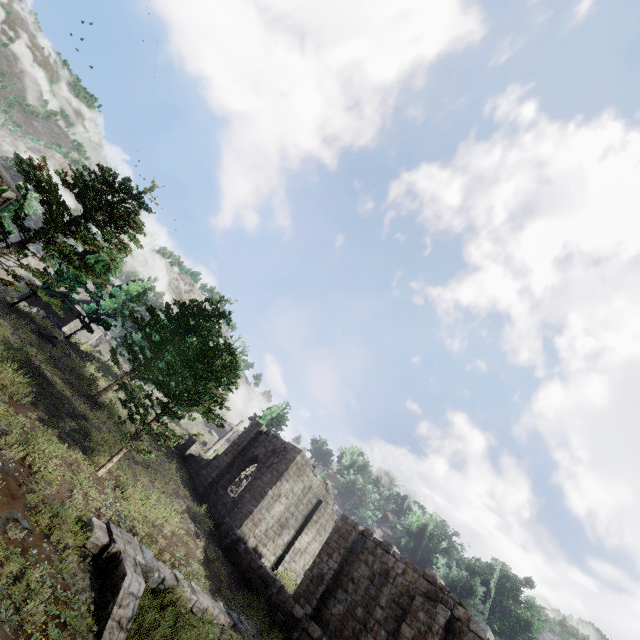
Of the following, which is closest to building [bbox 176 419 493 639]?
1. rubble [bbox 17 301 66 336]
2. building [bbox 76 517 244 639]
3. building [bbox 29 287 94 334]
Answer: building [bbox 76 517 244 639]

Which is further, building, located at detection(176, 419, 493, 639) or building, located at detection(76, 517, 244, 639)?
building, located at detection(176, 419, 493, 639)

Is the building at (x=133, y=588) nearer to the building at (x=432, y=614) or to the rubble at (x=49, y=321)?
the building at (x=432, y=614)

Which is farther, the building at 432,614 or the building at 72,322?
the building at 72,322

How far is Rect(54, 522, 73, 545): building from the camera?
8.3m

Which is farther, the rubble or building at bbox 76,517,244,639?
the rubble

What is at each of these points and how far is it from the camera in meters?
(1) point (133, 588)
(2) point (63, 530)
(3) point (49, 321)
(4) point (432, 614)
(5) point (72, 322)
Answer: (1) building, 8.4 m
(2) building, 8.4 m
(3) rubble, 33.8 m
(4) building, 12.4 m
(5) building, 39.8 m

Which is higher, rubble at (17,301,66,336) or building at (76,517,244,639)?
rubble at (17,301,66,336)
